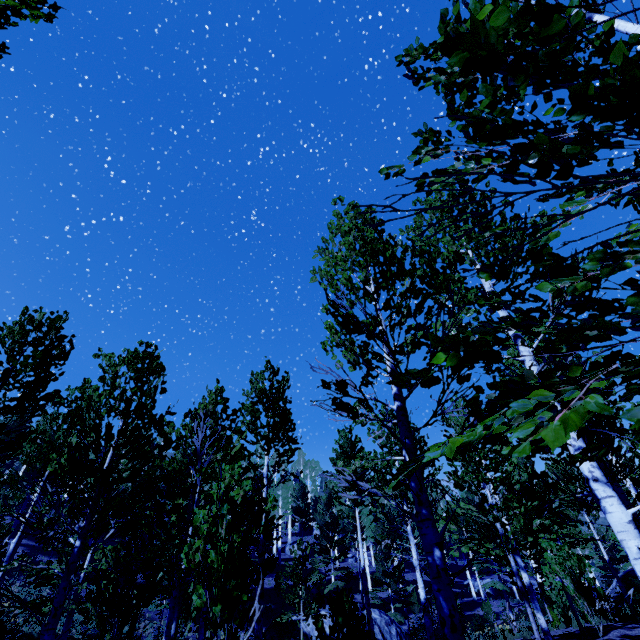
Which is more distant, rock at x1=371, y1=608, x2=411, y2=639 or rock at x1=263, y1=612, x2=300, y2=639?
rock at x1=371, y1=608, x2=411, y2=639

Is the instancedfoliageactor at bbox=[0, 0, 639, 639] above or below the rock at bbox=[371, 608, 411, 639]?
above

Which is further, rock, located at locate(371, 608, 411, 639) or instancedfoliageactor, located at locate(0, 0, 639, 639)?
rock, located at locate(371, 608, 411, 639)

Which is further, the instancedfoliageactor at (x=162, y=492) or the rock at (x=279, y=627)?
the rock at (x=279, y=627)

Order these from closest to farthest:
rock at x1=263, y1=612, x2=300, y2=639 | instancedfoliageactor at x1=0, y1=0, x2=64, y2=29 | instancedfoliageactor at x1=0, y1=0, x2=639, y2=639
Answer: instancedfoliageactor at x1=0, y1=0, x2=639, y2=639 < instancedfoliageactor at x1=0, y1=0, x2=64, y2=29 < rock at x1=263, y1=612, x2=300, y2=639

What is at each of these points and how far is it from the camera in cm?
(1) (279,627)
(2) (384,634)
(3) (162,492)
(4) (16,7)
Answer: (1) rock, 1778
(2) rock, 1833
(3) instancedfoliageactor, 594
(4) instancedfoliageactor, 367

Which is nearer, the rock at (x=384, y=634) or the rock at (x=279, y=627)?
the rock at (x=279, y=627)
